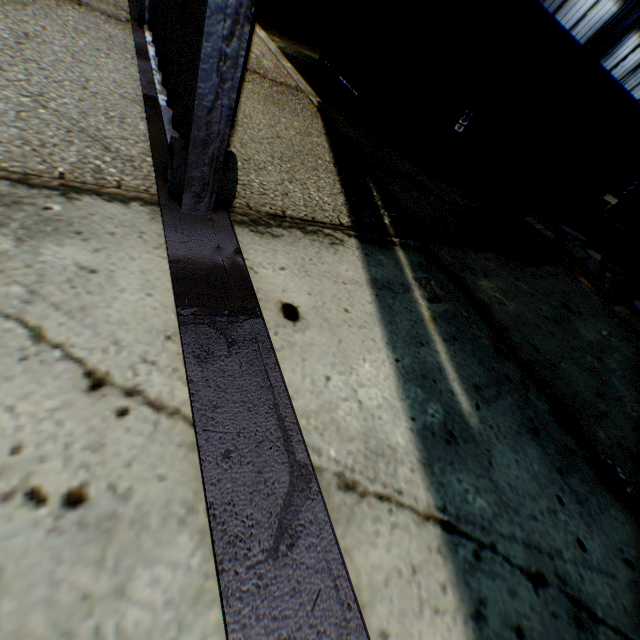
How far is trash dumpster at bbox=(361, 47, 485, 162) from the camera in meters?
6.0 m

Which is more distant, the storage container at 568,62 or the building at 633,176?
the building at 633,176

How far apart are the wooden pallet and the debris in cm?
159

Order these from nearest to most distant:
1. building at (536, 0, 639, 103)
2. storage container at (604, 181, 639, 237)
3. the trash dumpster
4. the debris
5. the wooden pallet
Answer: the trash dumpster < the wooden pallet < the debris < building at (536, 0, 639, 103) < storage container at (604, 181, 639, 237)

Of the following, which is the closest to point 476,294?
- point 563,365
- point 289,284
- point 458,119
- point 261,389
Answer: point 563,365

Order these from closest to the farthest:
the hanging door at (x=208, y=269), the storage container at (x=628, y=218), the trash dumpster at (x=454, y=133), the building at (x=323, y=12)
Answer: the hanging door at (x=208, y=269) → the trash dumpster at (x=454, y=133) → the building at (x=323, y=12) → the storage container at (x=628, y=218)

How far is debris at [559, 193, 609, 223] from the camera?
9.2 meters

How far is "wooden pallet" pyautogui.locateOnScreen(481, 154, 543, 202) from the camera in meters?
8.0 m
